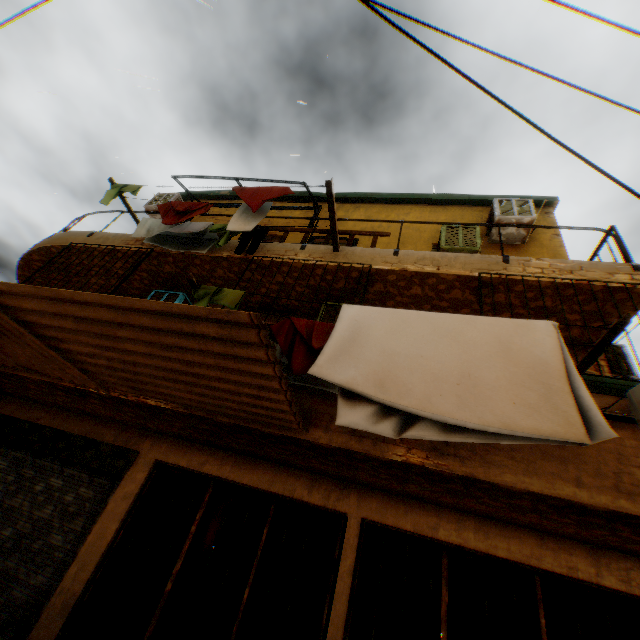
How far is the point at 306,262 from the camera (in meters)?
5.68

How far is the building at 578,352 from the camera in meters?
3.9 m

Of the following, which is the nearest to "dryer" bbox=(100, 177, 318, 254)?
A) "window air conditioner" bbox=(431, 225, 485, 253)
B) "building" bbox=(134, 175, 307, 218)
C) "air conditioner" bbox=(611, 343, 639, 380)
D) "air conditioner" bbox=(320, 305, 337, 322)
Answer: "building" bbox=(134, 175, 307, 218)

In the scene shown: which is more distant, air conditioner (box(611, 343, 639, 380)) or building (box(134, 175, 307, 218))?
building (box(134, 175, 307, 218))

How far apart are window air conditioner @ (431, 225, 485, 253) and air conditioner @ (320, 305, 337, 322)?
2.14m

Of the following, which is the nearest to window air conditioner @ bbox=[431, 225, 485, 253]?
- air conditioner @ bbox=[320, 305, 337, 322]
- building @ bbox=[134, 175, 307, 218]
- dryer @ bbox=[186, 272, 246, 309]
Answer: building @ bbox=[134, 175, 307, 218]

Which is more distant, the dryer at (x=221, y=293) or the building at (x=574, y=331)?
the building at (x=574, y=331)

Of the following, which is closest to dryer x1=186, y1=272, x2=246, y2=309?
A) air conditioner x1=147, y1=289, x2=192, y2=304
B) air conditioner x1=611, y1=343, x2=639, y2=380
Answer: air conditioner x1=147, y1=289, x2=192, y2=304
